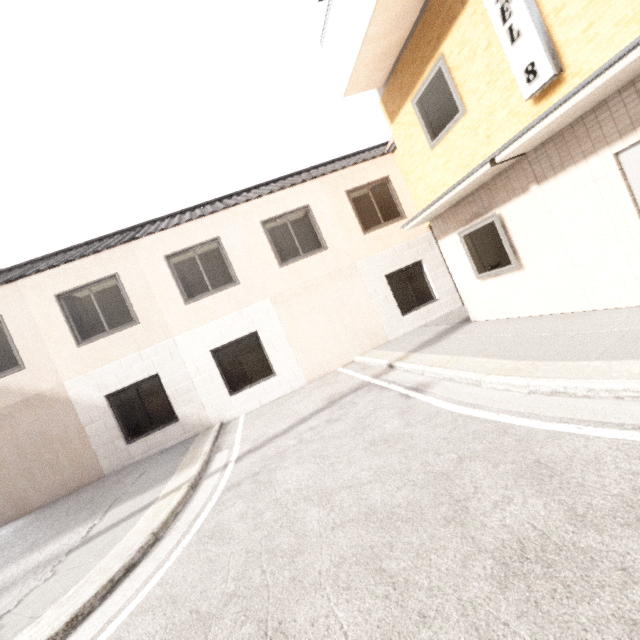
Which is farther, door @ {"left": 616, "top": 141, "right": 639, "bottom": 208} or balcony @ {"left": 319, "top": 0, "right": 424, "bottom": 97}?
balcony @ {"left": 319, "top": 0, "right": 424, "bottom": 97}

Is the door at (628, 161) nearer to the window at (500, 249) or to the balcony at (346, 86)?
the window at (500, 249)

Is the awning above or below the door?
above

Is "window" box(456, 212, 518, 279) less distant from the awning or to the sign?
the awning

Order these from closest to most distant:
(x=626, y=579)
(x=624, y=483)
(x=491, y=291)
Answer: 1. (x=626, y=579)
2. (x=624, y=483)
3. (x=491, y=291)

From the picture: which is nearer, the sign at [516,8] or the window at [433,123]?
the sign at [516,8]

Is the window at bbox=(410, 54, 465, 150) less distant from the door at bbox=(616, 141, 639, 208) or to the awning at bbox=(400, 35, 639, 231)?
the awning at bbox=(400, 35, 639, 231)

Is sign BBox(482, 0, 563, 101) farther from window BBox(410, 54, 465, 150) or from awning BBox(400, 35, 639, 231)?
window BBox(410, 54, 465, 150)
